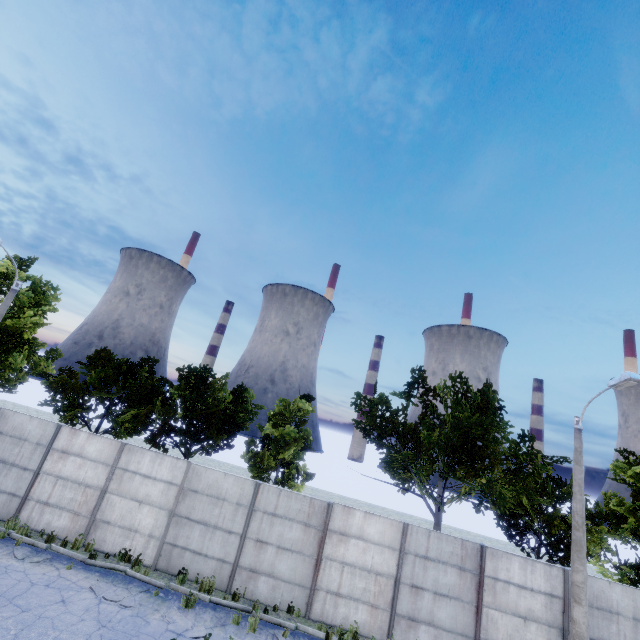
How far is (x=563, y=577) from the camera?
11.48m

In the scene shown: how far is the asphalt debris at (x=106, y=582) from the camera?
9.8 meters

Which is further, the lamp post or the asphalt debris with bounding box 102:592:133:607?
the lamp post

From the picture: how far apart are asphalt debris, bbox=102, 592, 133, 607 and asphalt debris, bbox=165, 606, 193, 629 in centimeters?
108cm

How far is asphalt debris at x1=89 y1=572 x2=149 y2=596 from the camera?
9.8m

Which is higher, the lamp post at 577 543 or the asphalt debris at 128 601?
the lamp post at 577 543

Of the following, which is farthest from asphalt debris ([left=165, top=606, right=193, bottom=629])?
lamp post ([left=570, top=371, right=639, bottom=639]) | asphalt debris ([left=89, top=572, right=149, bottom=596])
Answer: lamp post ([left=570, top=371, right=639, bottom=639])
